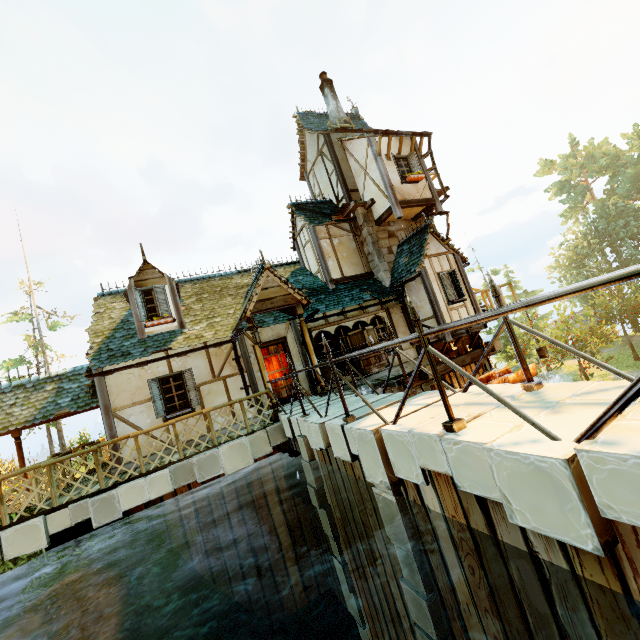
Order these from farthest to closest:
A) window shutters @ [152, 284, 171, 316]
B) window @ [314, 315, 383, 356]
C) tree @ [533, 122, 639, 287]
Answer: tree @ [533, 122, 639, 287], window @ [314, 315, 383, 356], window shutters @ [152, 284, 171, 316]

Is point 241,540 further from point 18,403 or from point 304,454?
point 18,403

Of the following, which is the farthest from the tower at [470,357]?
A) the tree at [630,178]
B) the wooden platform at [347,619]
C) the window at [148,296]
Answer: the tree at [630,178]

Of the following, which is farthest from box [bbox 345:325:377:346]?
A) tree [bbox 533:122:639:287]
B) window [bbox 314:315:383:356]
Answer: tree [bbox 533:122:639:287]

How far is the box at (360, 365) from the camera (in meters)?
11.12

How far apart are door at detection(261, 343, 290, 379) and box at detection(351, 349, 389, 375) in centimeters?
219cm

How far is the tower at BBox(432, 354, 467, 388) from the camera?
13.5 meters

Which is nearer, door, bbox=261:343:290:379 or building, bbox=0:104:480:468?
building, bbox=0:104:480:468
